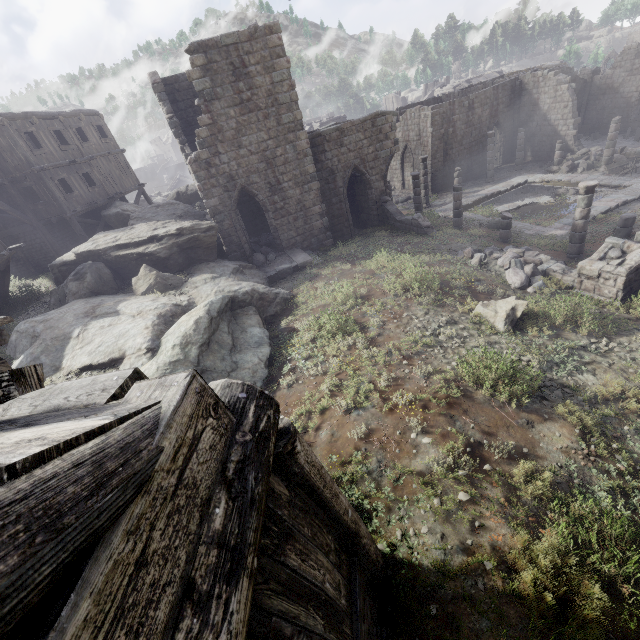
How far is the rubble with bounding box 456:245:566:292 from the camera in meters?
12.1

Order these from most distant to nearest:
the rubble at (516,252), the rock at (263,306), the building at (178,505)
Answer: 1. the rubble at (516,252)
2. the rock at (263,306)
3. the building at (178,505)

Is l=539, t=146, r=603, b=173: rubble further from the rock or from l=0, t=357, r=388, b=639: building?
the rock

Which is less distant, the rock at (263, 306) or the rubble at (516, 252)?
the rock at (263, 306)

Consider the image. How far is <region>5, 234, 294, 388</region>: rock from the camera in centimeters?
887cm

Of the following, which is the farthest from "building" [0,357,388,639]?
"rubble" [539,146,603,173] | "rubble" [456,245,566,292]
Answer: "rubble" [456,245,566,292]

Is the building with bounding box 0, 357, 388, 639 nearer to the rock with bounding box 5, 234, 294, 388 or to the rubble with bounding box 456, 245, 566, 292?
the rock with bounding box 5, 234, 294, 388

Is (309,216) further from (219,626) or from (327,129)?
(219,626)
